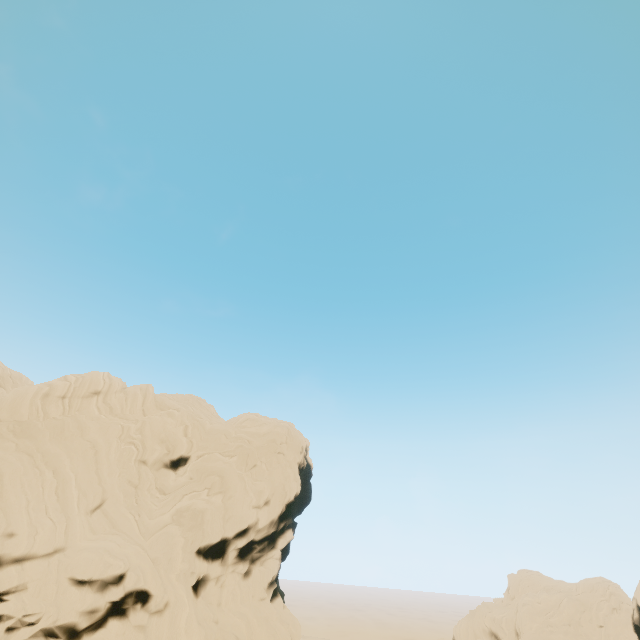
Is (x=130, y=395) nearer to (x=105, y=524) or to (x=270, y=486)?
(x=105, y=524)
